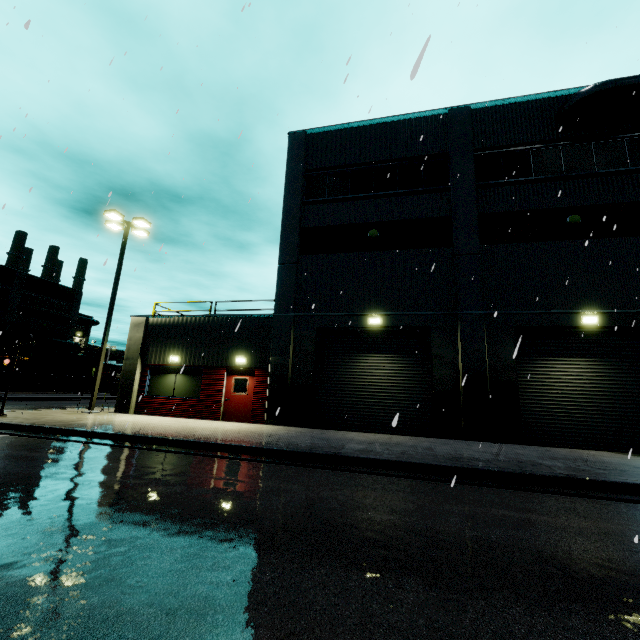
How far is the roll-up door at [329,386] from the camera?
13.1 meters

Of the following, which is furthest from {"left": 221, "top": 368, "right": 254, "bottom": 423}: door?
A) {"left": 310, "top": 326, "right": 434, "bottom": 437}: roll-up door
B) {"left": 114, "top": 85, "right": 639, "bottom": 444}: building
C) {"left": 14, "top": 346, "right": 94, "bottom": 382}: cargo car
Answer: {"left": 14, "top": 346, "right": 94, "bottom": 382}: cargo car

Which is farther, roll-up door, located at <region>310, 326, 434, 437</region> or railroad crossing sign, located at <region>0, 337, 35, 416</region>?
roll-up door, located at <region>310, 326, 434, 437</region>

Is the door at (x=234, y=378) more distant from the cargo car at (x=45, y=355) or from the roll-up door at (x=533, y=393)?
the cargo car at (x=45, y=355)

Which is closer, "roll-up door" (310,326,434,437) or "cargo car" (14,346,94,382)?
"roll-up door" (310,326,434,437)

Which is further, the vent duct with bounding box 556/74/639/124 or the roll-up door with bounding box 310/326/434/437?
the roll-up door with bounding box 310/326/434/437

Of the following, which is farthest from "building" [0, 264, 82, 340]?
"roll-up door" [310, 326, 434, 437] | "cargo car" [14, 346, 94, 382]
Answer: "cargo car" [14, 346, 94, 382]

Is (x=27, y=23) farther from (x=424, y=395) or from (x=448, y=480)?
(x=424, y=395)
